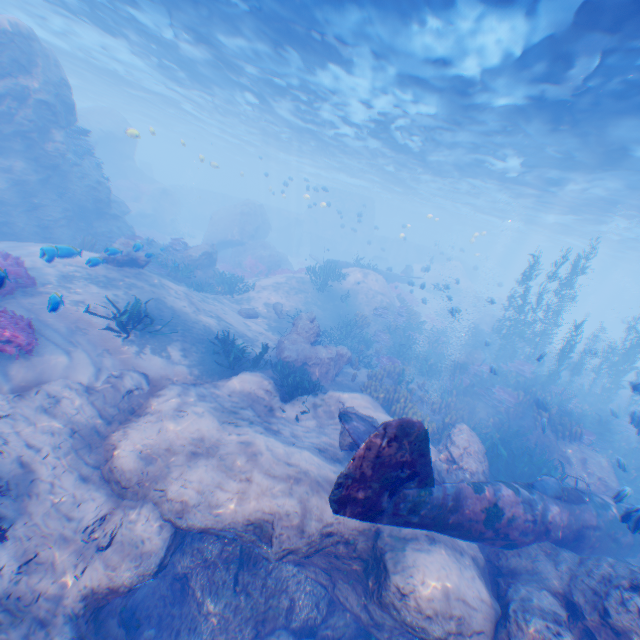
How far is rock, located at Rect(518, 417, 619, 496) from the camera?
10.9m

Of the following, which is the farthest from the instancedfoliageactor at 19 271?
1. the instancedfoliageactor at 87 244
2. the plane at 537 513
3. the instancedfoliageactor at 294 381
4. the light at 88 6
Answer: the instancedfoliageactor at 87 244

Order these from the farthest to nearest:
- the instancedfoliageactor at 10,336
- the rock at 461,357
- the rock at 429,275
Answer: the rock at 429,275 → the rock at 461,357 → the instancedfoliageactor at 10,336

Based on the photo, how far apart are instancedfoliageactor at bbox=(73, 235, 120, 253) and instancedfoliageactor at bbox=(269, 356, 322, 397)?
11.24m

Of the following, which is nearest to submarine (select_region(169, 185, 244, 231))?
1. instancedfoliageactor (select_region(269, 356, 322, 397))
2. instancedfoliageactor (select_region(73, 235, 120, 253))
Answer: instancedfoliageactor (select_region(269, 356, 322, 397))

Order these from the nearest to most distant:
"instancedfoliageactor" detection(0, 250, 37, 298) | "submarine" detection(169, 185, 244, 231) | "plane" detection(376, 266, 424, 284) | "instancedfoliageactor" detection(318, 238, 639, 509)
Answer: "instancedfoliageactor" detection(0, 250, 37, 298)
"instancedfoliageactor" detection(318, 238, 639, 509)
"plane" detection(376, 266, 424, 284)
"submarine" detection(169, 185, 244, 231)

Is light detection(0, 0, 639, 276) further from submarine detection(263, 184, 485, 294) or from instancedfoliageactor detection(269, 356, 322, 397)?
instancedfoliageactor detection(269, 356, 322, 397)

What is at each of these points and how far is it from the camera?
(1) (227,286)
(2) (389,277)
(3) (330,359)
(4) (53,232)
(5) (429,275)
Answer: (1) instancedfoliageactor, 19.84m
(2) plane, 29.77m
(3) rock, 13.36m
(4) rock, 15.64m
(5) rock, 40.12m
